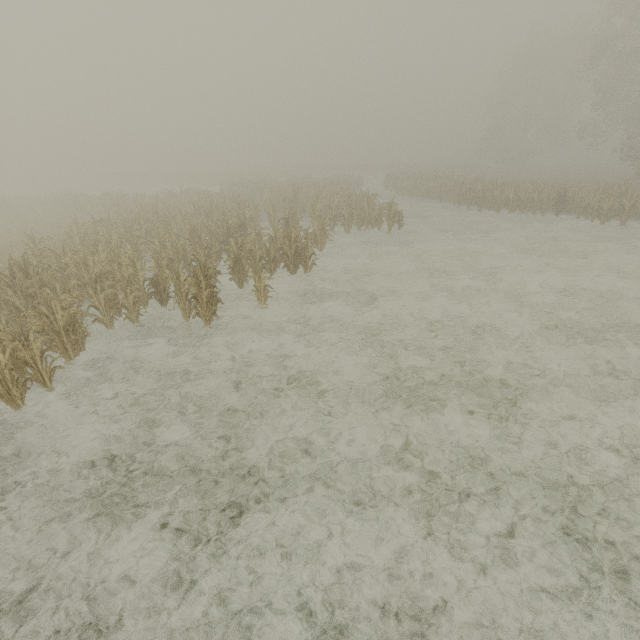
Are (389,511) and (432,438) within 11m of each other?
yes
